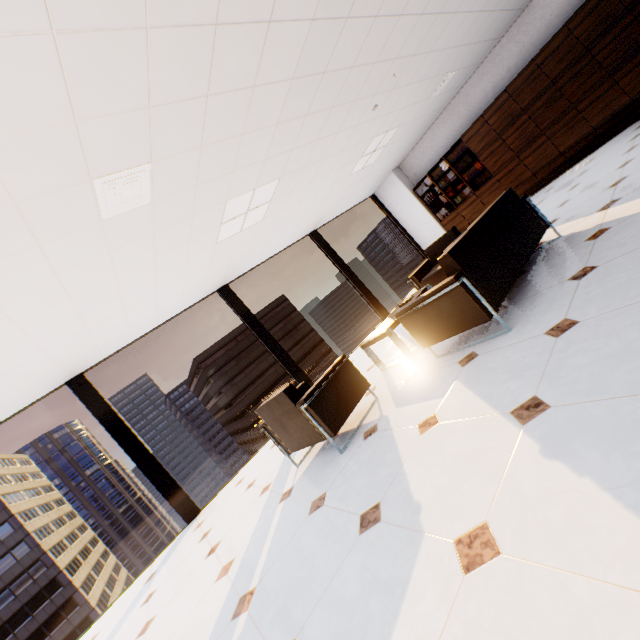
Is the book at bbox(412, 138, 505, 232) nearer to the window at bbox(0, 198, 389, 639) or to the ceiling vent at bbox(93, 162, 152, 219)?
the window at bbox(0, 198, 389, 639)

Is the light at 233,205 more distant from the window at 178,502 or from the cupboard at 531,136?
the cupboard at 531,136

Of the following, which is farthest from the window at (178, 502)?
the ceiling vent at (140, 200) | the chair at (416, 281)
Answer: the ceiling vent at (140, 200)

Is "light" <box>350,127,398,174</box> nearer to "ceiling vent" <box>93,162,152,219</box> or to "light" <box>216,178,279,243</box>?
"light" <box>216,178,279,243</box>

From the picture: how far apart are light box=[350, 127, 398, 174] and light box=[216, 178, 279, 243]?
2.52m

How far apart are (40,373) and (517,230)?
6.07m

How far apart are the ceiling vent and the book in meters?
7.6

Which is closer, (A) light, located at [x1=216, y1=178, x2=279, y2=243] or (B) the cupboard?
(A) light, located at [x1=216, y1=178, x2=279, y2=243]
